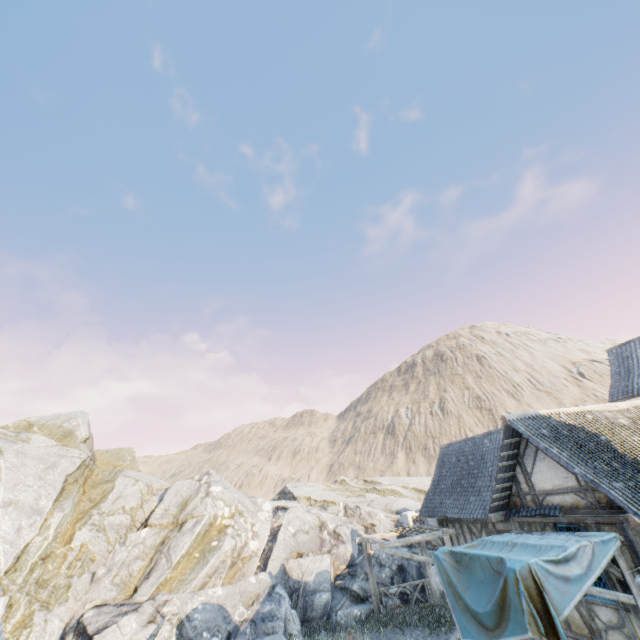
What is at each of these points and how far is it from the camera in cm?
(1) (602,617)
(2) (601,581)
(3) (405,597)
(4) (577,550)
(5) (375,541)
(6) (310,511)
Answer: (1) building, 852
(2) building, 855
(3) rock, 1529
(4) fabric, 748
(5) awning, 1315
(6) rock, 2119

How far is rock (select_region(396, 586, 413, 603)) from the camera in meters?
15.1 m

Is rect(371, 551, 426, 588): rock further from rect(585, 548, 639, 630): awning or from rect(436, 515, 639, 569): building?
rect(585, 548, 639, 630): awning

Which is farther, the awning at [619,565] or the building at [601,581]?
the building at [601,581]

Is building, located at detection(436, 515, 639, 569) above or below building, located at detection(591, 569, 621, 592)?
above

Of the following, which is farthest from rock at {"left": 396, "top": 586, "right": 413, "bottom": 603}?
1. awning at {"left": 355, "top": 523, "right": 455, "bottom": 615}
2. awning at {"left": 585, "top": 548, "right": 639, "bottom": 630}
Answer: awning at {"left": 585, "top": 548, "right": 639, "bottom": 630}

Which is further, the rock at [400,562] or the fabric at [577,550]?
the rock at [400,562]
